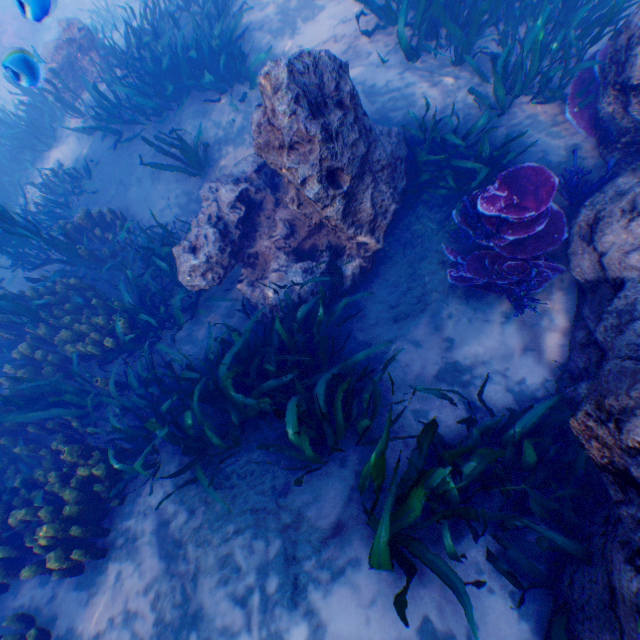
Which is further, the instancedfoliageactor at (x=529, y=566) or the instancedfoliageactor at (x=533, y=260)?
the instancedfoliageactor at (x=533, y=260)

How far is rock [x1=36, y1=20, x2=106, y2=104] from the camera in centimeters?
751cm

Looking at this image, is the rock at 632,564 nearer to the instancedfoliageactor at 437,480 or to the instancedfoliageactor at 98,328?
the instancedfoliageactor at 437,480

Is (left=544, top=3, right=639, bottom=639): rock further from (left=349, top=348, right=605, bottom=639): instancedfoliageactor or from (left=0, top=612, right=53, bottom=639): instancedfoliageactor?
(left=0, top=612, right=53, bottom=639): instancedfoliageactor

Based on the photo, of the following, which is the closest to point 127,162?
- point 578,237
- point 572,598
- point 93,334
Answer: point 93,334

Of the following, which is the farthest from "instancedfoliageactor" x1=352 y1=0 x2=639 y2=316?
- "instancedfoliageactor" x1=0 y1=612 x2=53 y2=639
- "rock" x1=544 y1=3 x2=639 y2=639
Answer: "instancedfoliageactor" x1=0 y1=612 x2=53 y2=639

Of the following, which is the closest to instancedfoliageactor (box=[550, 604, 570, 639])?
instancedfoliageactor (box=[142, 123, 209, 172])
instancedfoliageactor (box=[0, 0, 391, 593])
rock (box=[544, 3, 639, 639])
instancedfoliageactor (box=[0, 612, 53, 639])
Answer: rock (box=[544, 3, 639, 639])

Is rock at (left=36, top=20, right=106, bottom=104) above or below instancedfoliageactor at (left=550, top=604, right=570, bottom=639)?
above
